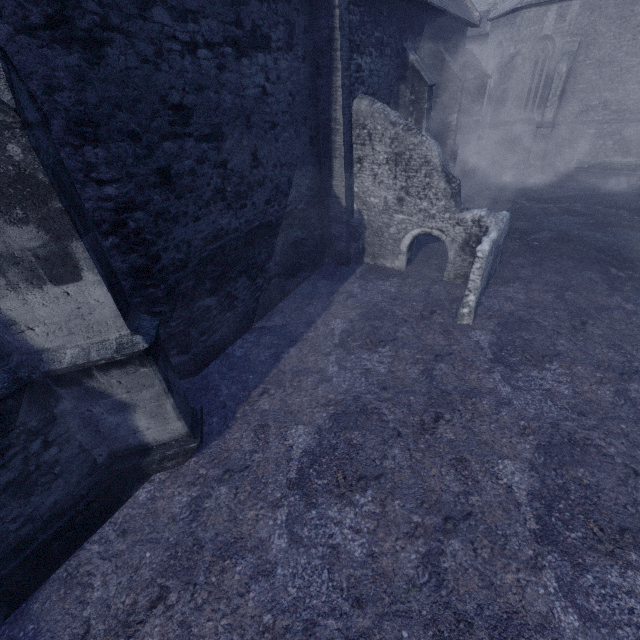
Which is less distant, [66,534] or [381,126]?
[66,534]
